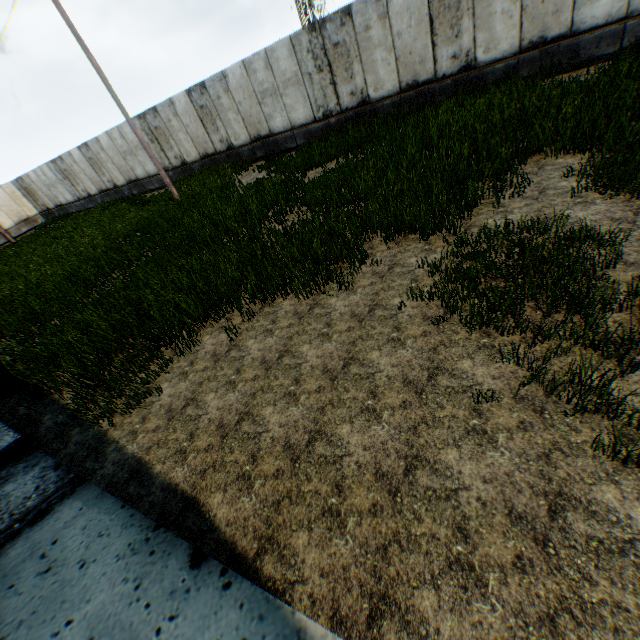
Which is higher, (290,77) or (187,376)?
(290,77)
